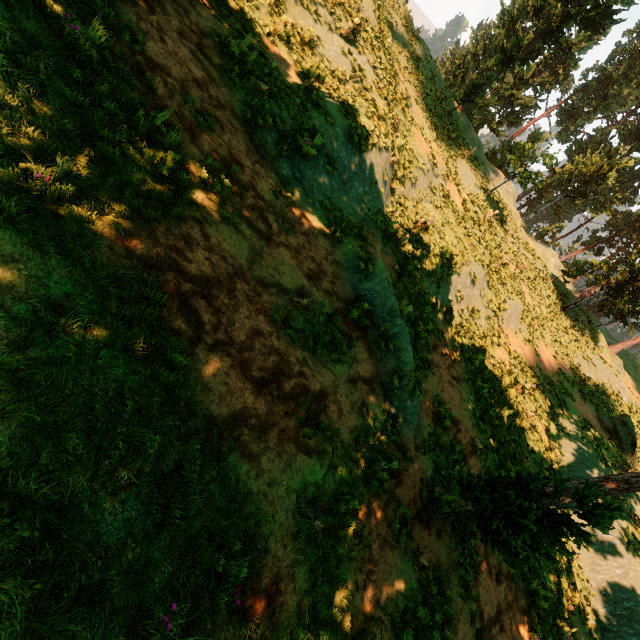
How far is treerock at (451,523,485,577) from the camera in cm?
607

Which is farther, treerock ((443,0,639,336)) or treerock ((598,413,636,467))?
treerock ((443,0,639,336))

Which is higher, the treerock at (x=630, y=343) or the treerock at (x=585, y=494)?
the treerock at (x=630, y=343)

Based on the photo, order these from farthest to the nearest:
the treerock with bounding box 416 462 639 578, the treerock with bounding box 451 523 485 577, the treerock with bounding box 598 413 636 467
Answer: the treerock with bounding box 598 413 636 467 → the treerock with bounding box 451 523 485 577 → the treerock with bounding box 416 462 639 578

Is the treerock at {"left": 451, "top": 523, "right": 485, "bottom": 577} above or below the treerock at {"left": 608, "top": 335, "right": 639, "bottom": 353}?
below

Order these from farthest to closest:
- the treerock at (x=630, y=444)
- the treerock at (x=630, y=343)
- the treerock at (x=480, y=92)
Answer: the treerock at (x=630, y=343), the treerock at (x=480, y=92), the treerock at (x=630, y=444)

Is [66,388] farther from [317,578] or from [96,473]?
[317,578]
